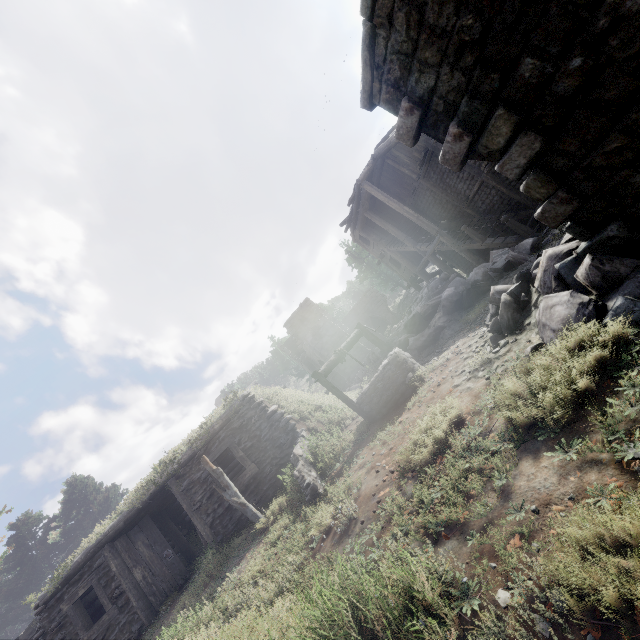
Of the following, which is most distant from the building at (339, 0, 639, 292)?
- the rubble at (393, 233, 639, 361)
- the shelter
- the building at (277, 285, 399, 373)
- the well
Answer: the building at (277, 285, 399, 373)

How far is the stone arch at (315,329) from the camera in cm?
2647

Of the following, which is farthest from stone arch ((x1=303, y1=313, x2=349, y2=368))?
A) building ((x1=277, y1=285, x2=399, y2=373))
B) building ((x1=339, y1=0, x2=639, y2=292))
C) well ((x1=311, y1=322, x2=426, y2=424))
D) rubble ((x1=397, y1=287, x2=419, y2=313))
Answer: well ((x1=311, y1=322, x2=426, y2=424))

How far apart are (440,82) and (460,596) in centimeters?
565cm

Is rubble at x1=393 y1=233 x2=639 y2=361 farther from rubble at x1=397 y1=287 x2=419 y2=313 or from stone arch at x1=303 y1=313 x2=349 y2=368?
rubble at x1=397 y1=287 x2=419 y2=313

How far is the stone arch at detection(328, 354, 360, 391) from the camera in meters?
25.8

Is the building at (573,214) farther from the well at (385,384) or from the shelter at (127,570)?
the shelter at (127,570)

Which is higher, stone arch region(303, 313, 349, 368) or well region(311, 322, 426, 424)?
stone arch region(303, 313, 349, 368)
